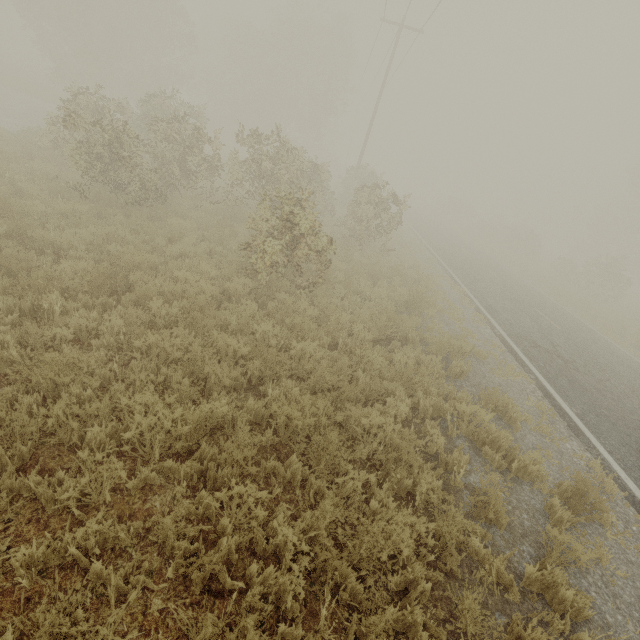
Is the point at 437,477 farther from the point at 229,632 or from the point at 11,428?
the point at 11,428
